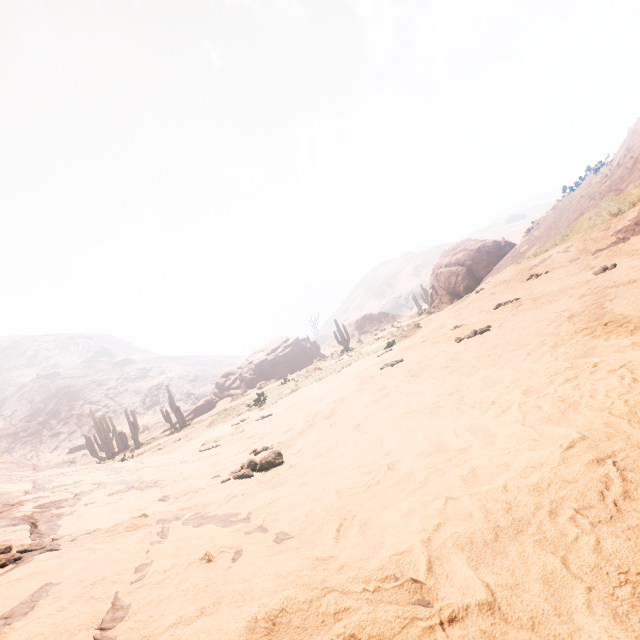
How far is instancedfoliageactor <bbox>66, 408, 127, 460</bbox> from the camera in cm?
3180

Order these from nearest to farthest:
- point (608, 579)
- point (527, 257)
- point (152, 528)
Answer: point (608, 579), point (152, 528), point (527, 257)

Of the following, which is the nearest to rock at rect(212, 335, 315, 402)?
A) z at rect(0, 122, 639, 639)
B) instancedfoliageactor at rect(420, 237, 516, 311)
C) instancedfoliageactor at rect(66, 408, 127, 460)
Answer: instancedfoliageactor at rect(420, 237, 516, 311)

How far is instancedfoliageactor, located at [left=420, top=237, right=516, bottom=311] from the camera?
21.6 meters

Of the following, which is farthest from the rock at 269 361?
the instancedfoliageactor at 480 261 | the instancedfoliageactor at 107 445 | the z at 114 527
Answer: the instancedfoliageactor at 107 445

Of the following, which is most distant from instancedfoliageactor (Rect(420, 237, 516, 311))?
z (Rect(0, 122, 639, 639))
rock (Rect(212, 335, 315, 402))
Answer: z (Rect(0, 122, 639, 639))

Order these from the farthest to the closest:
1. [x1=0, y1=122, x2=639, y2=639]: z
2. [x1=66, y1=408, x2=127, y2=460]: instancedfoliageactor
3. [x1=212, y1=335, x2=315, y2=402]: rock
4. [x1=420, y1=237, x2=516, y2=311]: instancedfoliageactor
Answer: [x1=212, y1=335, x2=315, y2=402]: rock, [x1=66, y1=408, x2=127, y2=460]: instancedfoliageactor, [x1=420, y1=237, x2=516, y2=311]: instancedfoliageactor, [x1=0, y1=122, x2=639, y2=639]: z

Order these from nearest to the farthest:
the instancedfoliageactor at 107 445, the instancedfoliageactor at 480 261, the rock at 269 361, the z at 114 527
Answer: the z at 114 527, the instancedfoliageactor at 480 261, the instancedfoliageactor at 107 445, the rock at 269 361
